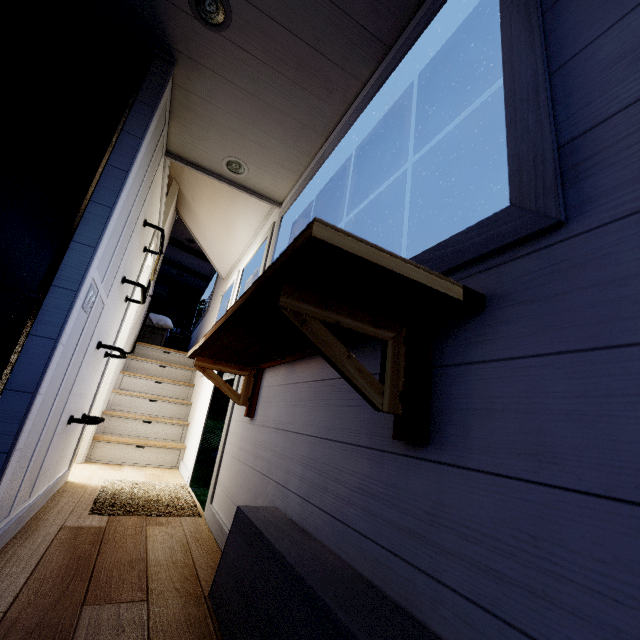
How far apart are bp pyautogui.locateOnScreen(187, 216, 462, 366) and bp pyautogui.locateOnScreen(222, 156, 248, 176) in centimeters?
153cm

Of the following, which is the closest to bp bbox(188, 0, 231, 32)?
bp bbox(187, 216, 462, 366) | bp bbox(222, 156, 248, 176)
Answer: bp bbox(222, 156, 248, 176)

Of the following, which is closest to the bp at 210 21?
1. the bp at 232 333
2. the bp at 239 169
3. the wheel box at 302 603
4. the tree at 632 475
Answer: the tree at 632 475

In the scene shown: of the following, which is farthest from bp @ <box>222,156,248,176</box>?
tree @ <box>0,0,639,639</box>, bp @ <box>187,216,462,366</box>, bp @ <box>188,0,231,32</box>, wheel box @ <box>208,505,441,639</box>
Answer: → wheel box @ <box>208,505,441,639</box>

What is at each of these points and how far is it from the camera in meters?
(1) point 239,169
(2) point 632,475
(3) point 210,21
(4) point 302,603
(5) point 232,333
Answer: (1) bp, 2.6
(2) tree, 0.4
(3) bp, 1.6
(4) wheel box, 0.7
(5) bp, 1.3

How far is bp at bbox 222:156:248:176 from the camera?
2.51m

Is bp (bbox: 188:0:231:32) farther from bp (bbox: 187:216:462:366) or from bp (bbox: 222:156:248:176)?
bp (bbox: 187:216:462:366)

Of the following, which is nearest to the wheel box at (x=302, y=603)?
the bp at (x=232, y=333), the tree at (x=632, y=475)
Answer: the tree at (x=632, y=475)
